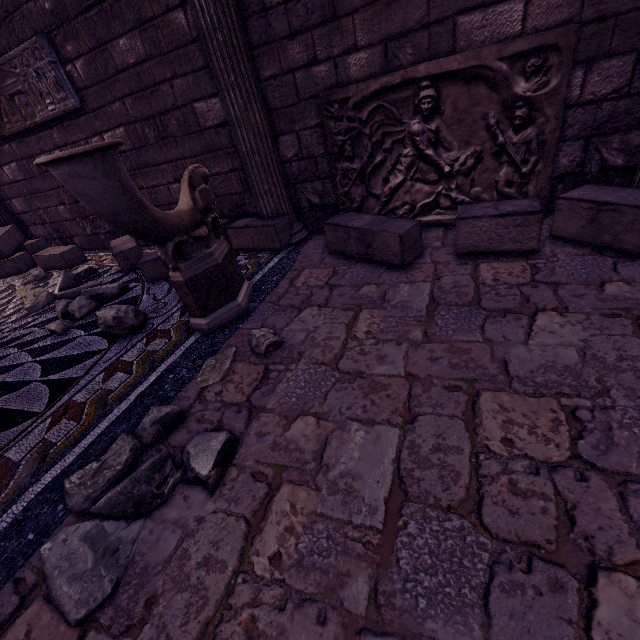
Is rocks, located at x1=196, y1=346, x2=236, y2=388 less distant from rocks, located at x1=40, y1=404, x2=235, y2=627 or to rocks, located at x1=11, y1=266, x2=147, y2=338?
rocks, located at x1=40, y1=404, x2=235, y2=627

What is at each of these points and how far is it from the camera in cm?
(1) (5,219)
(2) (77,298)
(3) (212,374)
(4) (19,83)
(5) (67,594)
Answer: (1) column, 551
(2) rocks, 299
(3) rocks, 198
(4) relief sculpture, 385
(5) rocks, 110

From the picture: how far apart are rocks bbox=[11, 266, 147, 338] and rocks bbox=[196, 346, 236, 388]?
1.6 meters

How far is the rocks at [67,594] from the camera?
1.12m

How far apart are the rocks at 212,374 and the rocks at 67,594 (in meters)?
0.20

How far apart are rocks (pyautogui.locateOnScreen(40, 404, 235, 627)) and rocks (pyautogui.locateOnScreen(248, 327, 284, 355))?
0.2 meters

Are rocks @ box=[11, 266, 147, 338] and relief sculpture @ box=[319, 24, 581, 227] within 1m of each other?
no

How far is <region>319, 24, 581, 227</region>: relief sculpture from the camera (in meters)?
2.23
